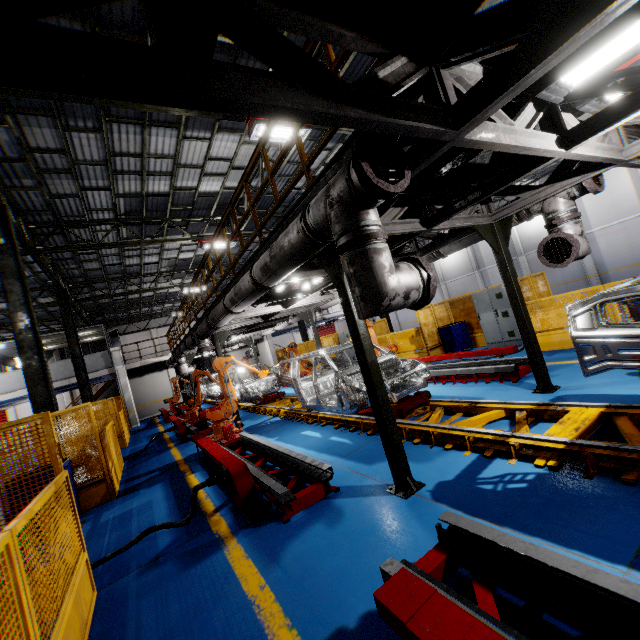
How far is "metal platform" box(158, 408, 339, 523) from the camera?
4.4 meters

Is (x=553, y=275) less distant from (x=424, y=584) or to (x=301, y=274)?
(x=301, y=274)

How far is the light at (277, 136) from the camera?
8.2m

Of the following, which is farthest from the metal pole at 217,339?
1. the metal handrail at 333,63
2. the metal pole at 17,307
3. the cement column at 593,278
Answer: the cement column at 593,278

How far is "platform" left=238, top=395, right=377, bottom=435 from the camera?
6.85m

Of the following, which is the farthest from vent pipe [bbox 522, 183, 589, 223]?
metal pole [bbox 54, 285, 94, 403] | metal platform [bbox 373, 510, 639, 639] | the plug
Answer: metal pole [bbox 54, 285, 94, 403]

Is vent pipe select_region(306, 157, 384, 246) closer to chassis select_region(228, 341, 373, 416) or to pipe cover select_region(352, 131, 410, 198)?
pipe cover select_region(352, 131, 410, 198)

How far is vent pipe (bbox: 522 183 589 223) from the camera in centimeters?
530cm
